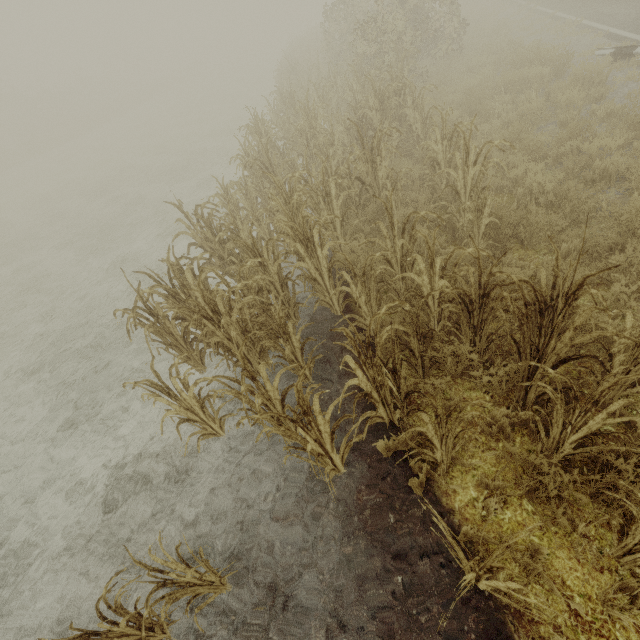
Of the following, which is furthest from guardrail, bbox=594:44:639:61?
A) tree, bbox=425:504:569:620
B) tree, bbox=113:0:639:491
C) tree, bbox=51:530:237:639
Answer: tree, bbox=51:530:237:639

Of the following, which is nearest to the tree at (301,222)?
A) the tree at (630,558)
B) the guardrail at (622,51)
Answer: the tree at (630,558)

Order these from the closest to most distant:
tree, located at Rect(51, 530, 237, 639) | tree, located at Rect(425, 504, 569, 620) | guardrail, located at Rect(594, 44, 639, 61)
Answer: tree, located at Rect(425, 504, 569, 620) → tree, located at Rect(51, 530, 237, 639) → guardrail, located at Rect(594, 44, 639, 61)

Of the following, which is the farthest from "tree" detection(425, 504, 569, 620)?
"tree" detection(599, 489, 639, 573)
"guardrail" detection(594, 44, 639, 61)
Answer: "guardrail" detection(594, 44, 639, 61)

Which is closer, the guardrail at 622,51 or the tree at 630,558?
the tree at 630,558

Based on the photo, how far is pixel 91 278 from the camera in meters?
9.3 m

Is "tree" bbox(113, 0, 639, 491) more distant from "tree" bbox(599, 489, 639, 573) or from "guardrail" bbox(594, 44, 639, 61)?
"guardrail" bbox(594, 44, 639, 61)

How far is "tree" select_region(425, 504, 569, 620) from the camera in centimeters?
160cm
